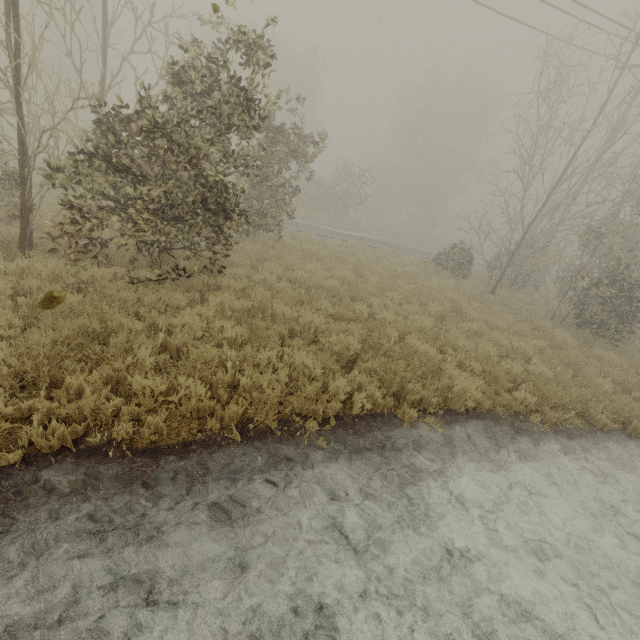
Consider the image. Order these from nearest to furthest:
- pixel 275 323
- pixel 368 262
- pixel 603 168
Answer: pixel 275 323 < pixel 368 262 < pixel 603 168

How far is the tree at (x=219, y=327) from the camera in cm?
560

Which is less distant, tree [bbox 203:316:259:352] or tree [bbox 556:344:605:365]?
tree [bbox 203:316:259:352]

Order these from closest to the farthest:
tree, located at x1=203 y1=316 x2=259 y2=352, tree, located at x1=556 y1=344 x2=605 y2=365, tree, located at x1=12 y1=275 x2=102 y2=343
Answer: tree, located at x1=12 y1=275 x2=102 y2=343 → tree, located at x1=203 y1=316 x2=259 y2=352 → tree, located at x1=556 y1=344 x2=605 y2=365

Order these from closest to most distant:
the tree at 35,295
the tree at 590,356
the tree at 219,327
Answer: the tree at 35,295 → the tree at 219,327 → the tree at 590,356

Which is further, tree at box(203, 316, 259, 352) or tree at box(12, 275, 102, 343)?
tree at box(203, 316, 259, 352)

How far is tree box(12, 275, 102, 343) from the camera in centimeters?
65cm
